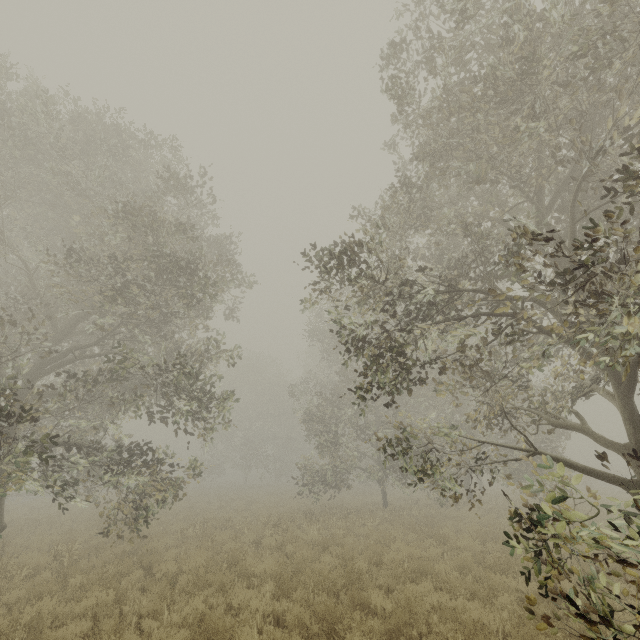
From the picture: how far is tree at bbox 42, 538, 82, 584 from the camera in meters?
8.2 m

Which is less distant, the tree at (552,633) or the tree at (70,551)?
the tree at (552,633)

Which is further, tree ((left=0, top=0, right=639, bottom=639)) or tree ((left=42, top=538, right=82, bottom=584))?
tree ((left=42, top=538, right=82, bottom=584))

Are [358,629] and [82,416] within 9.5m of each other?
no

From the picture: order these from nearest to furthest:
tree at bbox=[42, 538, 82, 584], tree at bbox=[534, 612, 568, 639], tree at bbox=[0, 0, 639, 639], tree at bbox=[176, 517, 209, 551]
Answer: tree at bbox=[534, 612, 568, 639], tree at bbox=[0, 0, 639, 639], tree at bbox=[42, 538, 82, 584], tree at bbox=[176, 517, 209, 551]

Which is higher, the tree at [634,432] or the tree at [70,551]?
the tree at [634,432]

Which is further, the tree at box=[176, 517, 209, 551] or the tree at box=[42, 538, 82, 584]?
the tree at box=[176, 517, 209, 551]
